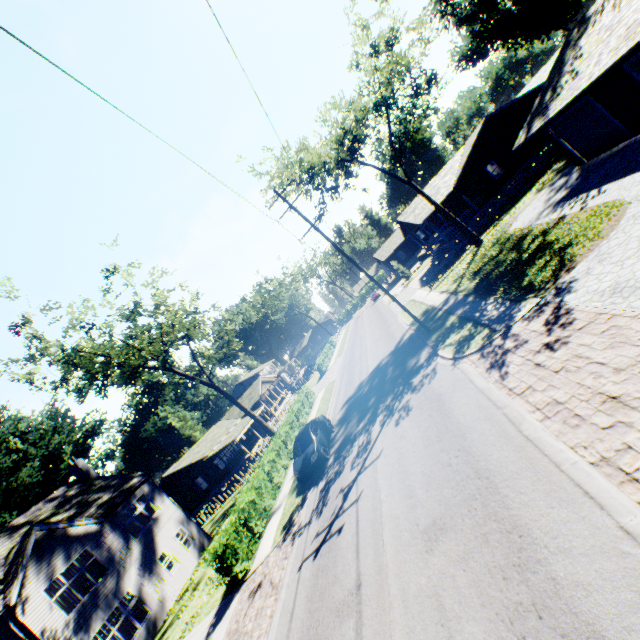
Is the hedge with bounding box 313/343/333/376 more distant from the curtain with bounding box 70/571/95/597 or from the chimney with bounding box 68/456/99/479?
the curtain with bounding box 70/571/95/597

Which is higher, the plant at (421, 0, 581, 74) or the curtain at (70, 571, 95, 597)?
the plant at (421, 0, 581, 74)

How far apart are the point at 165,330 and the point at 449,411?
25.9 meters

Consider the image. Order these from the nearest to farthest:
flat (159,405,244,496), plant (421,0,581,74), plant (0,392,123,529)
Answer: plant (421,0,581,74), flat (159,405,244,496), plant (0,392,123,529)

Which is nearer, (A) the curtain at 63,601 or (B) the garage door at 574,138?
(B) the garage door at 574,138

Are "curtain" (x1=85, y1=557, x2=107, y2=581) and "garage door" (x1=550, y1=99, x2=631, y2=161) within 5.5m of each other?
no

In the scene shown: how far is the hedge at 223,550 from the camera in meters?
13.7

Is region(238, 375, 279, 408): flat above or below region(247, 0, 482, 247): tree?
Answer: below
